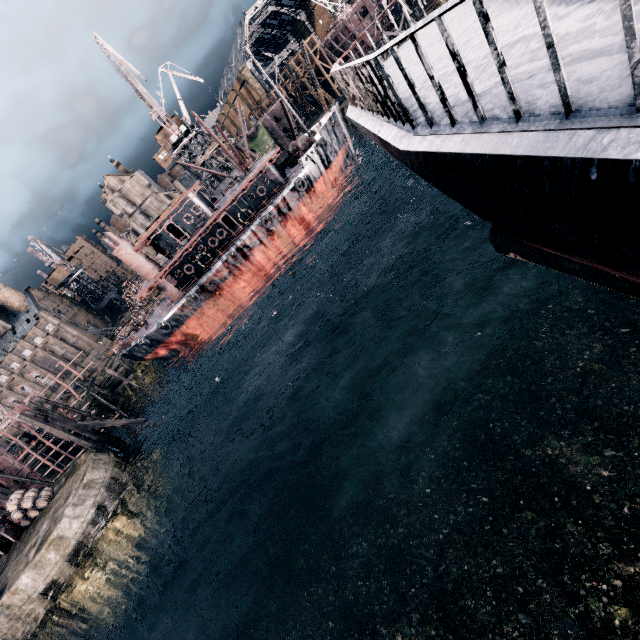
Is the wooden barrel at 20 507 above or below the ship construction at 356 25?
below

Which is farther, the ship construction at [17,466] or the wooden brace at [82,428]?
the ship construction at [17,466]

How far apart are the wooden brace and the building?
43.6 meters

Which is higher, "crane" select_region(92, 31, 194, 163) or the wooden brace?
"crane" select_region(92, 31, 194, 163)

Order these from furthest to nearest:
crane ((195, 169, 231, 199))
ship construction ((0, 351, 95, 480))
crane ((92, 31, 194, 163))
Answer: crane ((195, 169, 231, 199)) < crane ((92, 31, 194, 163)) < ship construction ((0, 351, 95, 480))

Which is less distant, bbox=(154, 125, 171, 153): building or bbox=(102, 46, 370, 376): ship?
bbox=(102, 46, 370, 376): ship

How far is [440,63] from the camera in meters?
5.6

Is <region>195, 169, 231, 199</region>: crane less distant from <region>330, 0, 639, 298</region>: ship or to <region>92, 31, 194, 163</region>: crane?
<region>92, 31, 194, 163</region>: crane
